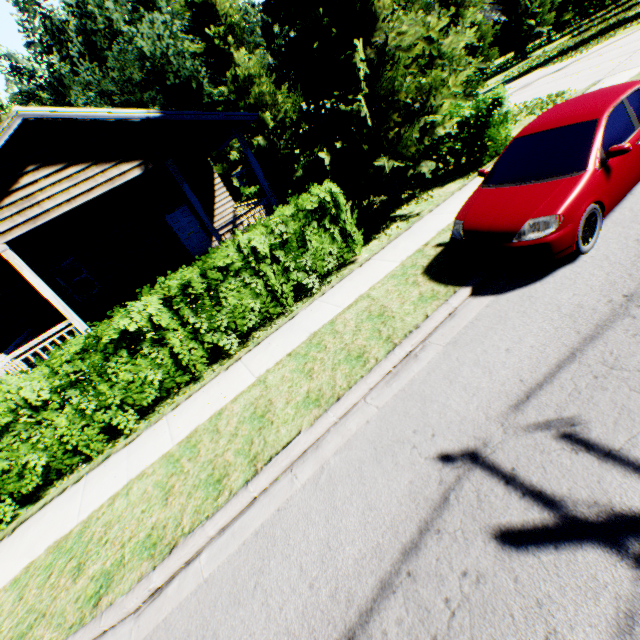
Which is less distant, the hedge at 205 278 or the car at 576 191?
the car at 576 191

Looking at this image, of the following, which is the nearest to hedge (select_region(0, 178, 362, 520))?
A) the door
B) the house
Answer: the house

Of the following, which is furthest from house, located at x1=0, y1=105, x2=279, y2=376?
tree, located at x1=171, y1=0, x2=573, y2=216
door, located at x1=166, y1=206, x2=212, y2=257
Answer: tree, located at x1=171, y1=0, x2=573, y2=216

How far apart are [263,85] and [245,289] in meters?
14.9

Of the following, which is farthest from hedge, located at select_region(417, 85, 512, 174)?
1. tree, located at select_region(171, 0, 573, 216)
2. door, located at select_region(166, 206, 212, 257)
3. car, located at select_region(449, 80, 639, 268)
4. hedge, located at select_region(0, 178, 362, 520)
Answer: door, located at select_region(166, 206, 212, 257)

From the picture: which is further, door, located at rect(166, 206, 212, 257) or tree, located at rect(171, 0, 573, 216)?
door, located at rect(166, 206, 212, 257)

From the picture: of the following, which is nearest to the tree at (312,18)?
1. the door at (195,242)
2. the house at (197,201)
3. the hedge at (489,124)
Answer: the hedge at (489,124)

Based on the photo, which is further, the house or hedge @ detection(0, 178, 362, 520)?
the house
